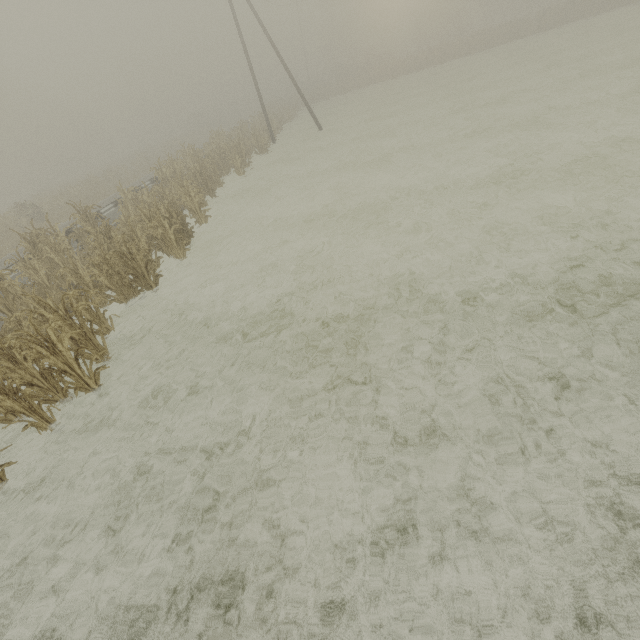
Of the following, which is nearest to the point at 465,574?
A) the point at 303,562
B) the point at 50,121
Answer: the point at 303,562

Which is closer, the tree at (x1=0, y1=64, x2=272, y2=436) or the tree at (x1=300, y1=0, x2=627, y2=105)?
the tree at (x1=0, y1=64, x2=272, y2=436)

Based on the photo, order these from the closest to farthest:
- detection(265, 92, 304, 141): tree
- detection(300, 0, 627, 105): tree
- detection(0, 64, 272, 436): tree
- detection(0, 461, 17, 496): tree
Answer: detection(0, 461, 17, 496): tree
detection(0, 64, 272, 436): tree
detection(265, 92, 304, 141): tree
detection(300, 0, 627, 105): tree

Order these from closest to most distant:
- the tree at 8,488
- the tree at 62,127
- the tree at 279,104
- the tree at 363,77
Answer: the tree at 8,488 → the tree at 62,127 → the tree at 279,104 → the tree at 363,77

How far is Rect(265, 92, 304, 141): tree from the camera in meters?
29.2

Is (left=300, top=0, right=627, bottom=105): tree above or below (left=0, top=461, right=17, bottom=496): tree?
above

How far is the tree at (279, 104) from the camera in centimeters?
2919cm
